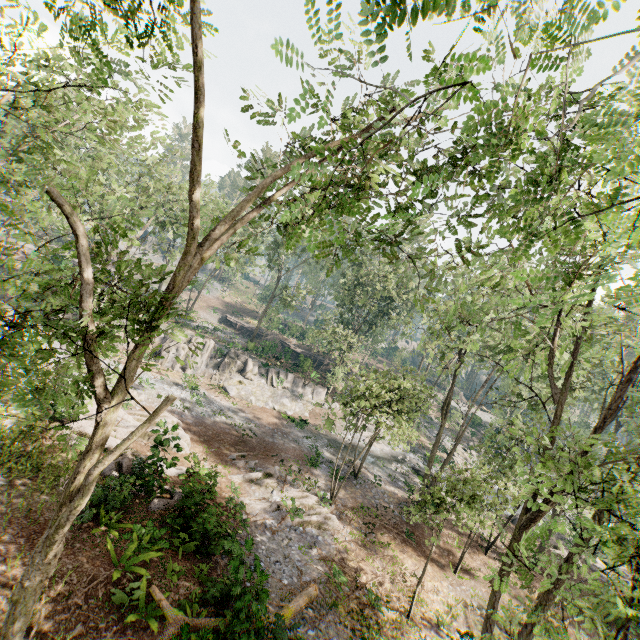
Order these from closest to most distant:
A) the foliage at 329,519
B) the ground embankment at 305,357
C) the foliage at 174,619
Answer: the foliage at 174,619
the foliage at 329,519
the ground embankment at 305,357

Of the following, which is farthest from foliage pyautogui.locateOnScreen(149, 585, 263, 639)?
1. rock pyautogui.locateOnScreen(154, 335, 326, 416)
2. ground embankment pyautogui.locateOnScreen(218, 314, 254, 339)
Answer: ground embankment pyautogui.locateOnScreen(218, 314, 254, 339)

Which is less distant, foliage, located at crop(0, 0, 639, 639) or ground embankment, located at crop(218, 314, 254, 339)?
foliage, located at crop(0, 0, 639, 639)

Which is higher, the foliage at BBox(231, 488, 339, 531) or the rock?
the rock

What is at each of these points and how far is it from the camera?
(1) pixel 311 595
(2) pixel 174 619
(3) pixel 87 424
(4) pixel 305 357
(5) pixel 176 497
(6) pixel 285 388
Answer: (1) foliage, 12.5m
(2) foliage, 9.3m
(3) foliage, 16.3m
(4) ground embankment, 50.3m
(5) foliage, 14.8m
(6) rock, 36.8m

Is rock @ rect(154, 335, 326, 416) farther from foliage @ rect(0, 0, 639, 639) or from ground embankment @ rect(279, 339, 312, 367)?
ground embankment @ rect(279, 339, 312, 367)

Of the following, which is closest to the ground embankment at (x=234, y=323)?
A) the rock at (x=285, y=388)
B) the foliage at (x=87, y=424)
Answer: the rock at (x=285, y=388)
